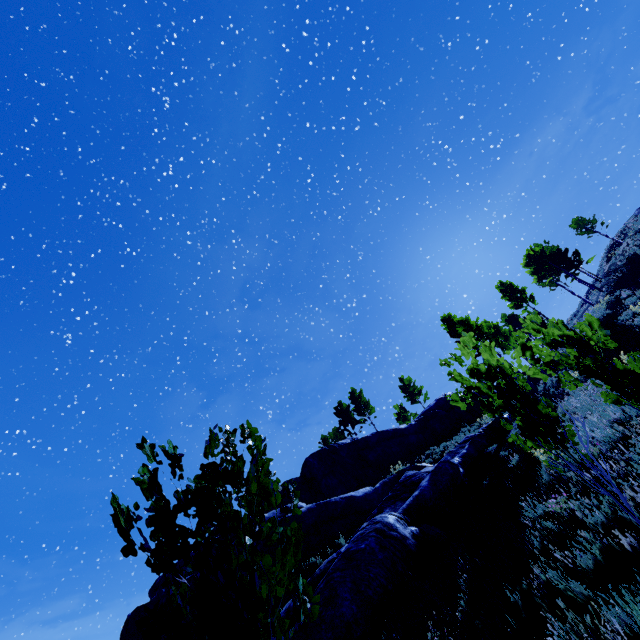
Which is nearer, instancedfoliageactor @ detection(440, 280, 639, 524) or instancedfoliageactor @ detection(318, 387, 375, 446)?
instancedfoliageactor @ detection(440, 280, 639, 524)

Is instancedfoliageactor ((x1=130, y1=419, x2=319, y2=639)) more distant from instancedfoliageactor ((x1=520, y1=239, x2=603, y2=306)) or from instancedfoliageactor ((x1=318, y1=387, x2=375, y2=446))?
instancedfoliageactor ((x1=318, y1=387, x2=375, y2=446))

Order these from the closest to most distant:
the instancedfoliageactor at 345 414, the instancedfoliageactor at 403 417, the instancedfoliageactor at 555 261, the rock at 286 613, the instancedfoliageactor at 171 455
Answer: the instancedfoliageactor at 171 455 → the rock at 286 613 → the instancedfoliageactor at 555 261 → the instancedfoliageactor at 345 414 → the instancedfoliageactor at 403 417

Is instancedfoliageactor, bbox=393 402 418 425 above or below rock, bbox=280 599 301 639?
above

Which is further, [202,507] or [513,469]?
[513,469]

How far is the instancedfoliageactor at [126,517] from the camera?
1.6 meters

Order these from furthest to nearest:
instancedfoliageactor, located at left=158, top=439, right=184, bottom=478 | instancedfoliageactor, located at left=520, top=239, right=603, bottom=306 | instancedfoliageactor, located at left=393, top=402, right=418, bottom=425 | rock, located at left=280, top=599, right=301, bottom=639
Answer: instancedfoliageactor, located at left=393, top=402, right=418, bottom=425 → instancedfoliageactor, located at left=520, top=239, right=603, bottom=306 → rock, located at left=280, top=599, right=301, bottom=639 → instancedfoliageactor, located at left=158, top=439, right=184, bottom=478

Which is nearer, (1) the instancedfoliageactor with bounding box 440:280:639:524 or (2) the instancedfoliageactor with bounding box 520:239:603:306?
(1) the instancedfoliageactor with bounding box 440:280:639:524
